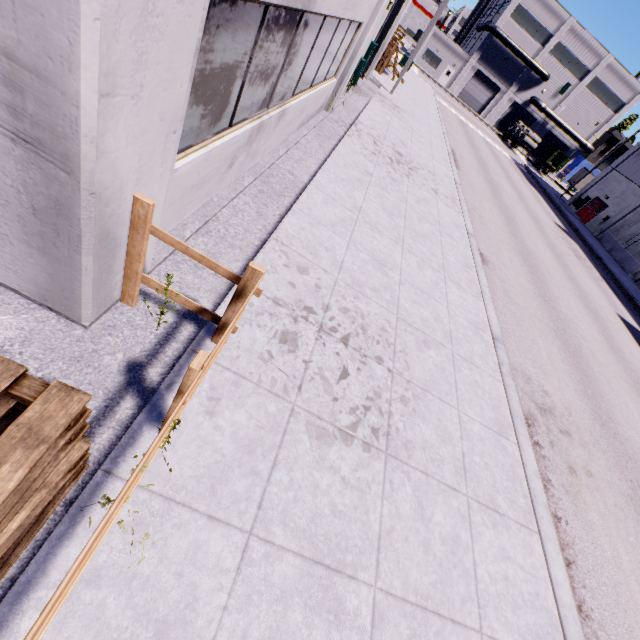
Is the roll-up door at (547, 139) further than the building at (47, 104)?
Yes

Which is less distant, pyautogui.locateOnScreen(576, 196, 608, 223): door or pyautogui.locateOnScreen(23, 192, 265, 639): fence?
pyautogui.locateOnScreen(23, 192, 265, 639): fence

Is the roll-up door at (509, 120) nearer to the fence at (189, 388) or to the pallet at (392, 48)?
the pallet at (392, 48)

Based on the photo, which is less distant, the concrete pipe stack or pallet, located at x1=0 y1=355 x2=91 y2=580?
pallet, located at x1=0 y1=355 x2=91 y2=580

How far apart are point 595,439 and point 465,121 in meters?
42.0

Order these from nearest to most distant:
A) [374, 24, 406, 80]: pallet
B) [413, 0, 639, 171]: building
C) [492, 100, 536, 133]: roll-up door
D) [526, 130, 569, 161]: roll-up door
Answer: [374, 24, 406, 80]: pallet → [413, 0, 639, 171]: building → [492, 100, 536, 133]: roll-up door → [526, 130, 569, 161]: roll-up door

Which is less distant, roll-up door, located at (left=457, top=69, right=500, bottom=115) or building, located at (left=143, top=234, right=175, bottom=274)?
building, located at (left=143, top=234, right=175, bottom=274)
